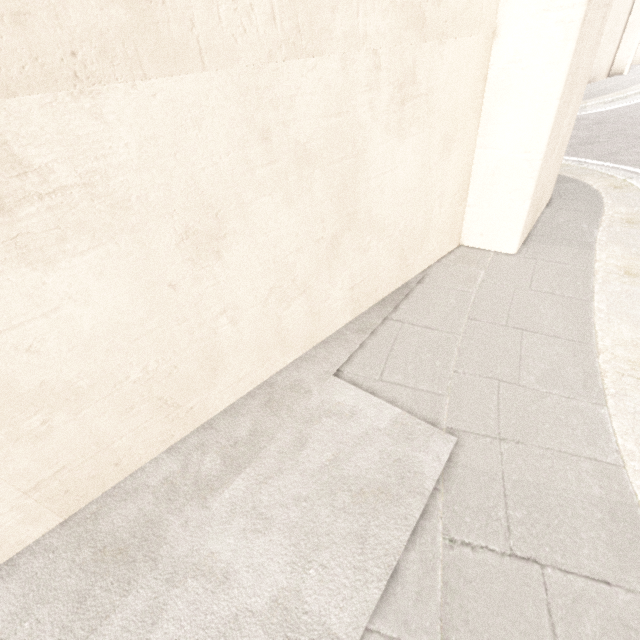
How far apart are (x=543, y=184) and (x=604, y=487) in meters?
3.3
